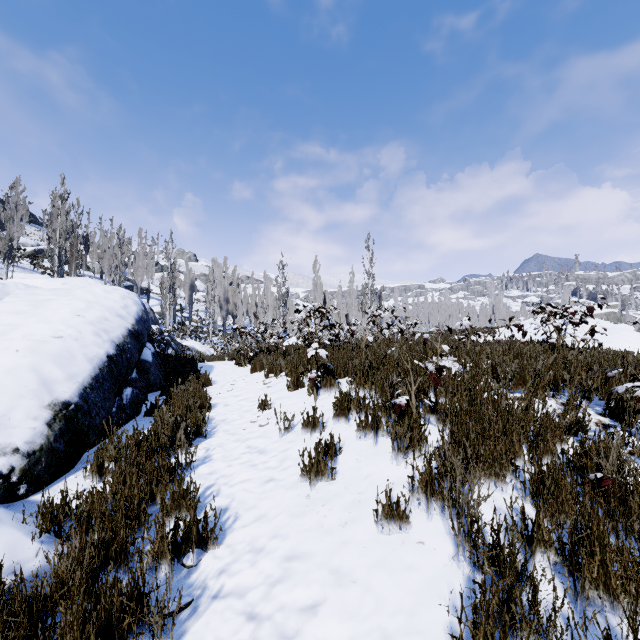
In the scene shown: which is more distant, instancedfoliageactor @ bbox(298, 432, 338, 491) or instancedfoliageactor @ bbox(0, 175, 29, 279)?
instancedfoliageactor @ bbox(0, 175, 29, 279)

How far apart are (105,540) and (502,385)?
4.9 meters

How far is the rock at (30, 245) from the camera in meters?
43.7 m

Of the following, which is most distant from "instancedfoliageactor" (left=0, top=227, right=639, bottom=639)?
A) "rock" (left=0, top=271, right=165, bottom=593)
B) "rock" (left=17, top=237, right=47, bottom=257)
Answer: "rock" (left=17, top=237, right=47, bottom=257)

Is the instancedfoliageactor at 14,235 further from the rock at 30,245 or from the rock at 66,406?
the rock at 30,245

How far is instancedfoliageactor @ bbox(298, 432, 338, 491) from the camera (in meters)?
3.07

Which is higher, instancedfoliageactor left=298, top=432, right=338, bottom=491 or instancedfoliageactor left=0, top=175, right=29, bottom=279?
instancedfoliageactor left=0, top=175, right=29, bottom=279

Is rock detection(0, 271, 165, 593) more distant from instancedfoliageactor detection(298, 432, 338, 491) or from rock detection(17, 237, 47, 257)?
rock detection(17, 237, 47, 257)
